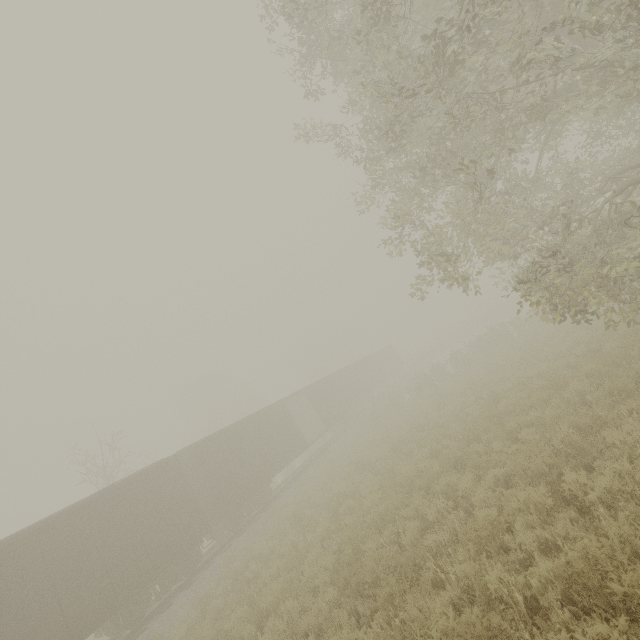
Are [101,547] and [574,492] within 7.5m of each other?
no

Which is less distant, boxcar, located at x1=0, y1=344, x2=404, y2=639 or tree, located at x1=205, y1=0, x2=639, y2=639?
tree, located at x1=205, y1=0, x2=639, y2=639

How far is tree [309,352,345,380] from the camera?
48.53m

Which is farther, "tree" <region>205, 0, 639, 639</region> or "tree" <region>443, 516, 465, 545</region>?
"tree" <region>443, 516, 465, 545</region>

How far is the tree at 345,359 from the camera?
48.5m

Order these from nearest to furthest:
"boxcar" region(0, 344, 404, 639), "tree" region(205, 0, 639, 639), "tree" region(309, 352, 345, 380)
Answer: "tree" region(205, 0, 639, 639) → "boxcar" region(0, 344, 404, 639) → "tree" region(309, 352, 345, 380)

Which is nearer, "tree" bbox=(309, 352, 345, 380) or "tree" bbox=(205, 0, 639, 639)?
"tree" bbox=(205, 0, 639, 639)

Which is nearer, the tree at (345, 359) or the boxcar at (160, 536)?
the boxcar at (160, 536)
